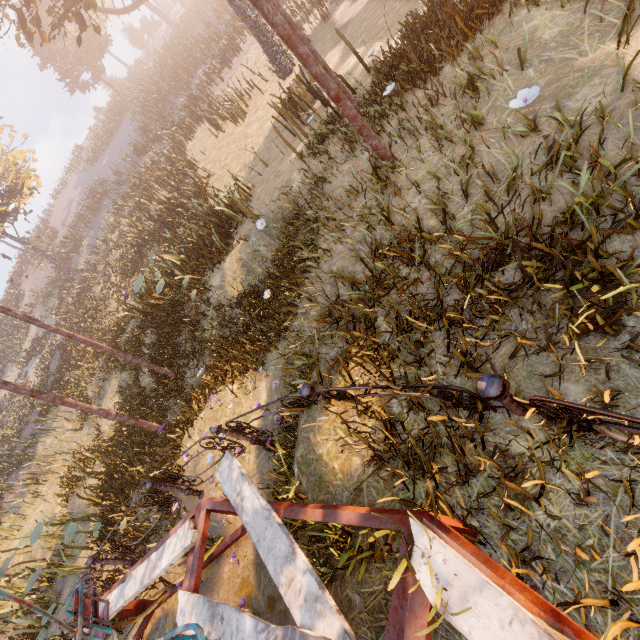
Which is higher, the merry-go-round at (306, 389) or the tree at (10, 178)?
the tree at (10, 178)

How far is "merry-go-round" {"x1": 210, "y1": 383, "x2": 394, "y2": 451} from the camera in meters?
3.3

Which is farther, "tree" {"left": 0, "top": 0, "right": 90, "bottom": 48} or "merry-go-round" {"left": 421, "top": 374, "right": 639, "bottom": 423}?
"tree" {"left": 0, "top": 0, "right": 90, "bottom": 48}

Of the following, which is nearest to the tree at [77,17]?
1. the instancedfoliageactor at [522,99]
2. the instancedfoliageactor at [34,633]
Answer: the instancedfoliageactor at [522,99]

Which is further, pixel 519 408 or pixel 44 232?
pixel 44 232

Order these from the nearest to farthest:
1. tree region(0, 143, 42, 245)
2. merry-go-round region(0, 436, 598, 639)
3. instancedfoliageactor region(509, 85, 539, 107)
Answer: merry-go-round region(0, 436, 598, 639) < instancedfoliageactor region(509, 85, 539, 107) < tree region(0, 143, 42, 245)

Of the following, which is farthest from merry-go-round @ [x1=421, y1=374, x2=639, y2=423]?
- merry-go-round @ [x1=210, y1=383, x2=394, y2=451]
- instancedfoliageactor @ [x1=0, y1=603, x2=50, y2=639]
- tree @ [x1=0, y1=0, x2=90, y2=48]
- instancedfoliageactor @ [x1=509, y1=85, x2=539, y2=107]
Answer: tree @ [x1=0, y1=0, x2=90, y2=48]
